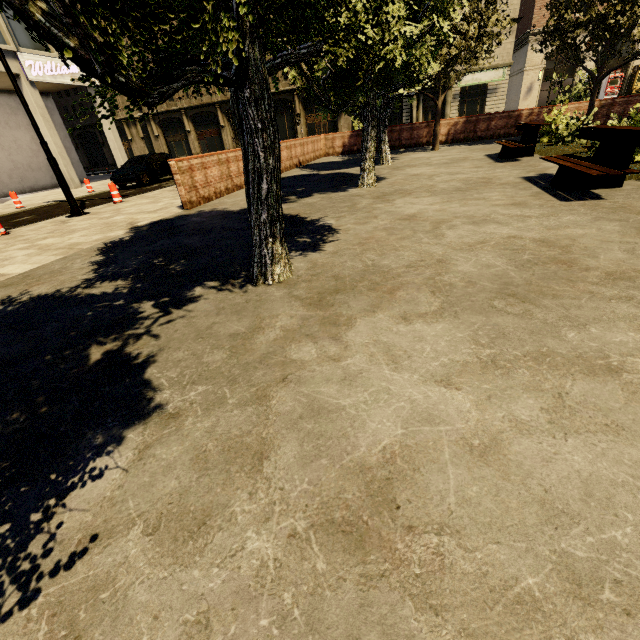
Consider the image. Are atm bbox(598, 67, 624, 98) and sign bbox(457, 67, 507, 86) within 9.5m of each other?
yes

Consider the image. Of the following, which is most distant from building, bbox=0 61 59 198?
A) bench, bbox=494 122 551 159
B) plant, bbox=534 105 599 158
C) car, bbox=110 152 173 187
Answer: plant, bbox=534 105 599 158

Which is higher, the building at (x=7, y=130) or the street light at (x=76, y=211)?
the building at (x=7, y=130)

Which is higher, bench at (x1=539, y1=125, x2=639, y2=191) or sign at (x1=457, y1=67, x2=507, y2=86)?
sign at (x1=457, y1=67, x2=507, y2=86)

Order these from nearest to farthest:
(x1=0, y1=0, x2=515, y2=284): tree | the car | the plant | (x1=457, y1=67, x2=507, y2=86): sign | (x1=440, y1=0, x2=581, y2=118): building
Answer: (x1=0, y1=0, x2=515, y2=284): tree → the plant → the car → (x1=440, y1=0, x2=581, y2=118): building → (x1=457, y1=67, x2=507, y2=86): sign

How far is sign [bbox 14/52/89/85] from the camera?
17.81m

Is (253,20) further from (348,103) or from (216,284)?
(348,103)

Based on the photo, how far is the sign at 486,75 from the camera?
30.3m
